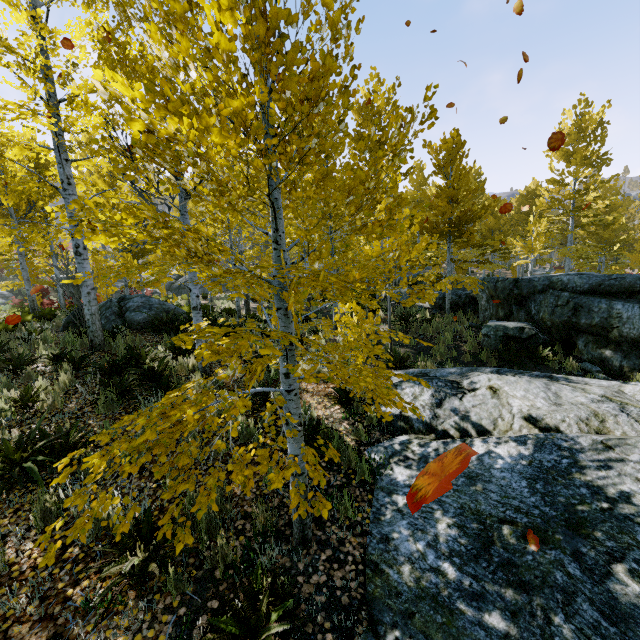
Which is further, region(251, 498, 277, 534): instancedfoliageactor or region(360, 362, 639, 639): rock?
region(251, 498, 277, 534): instancedfoliageactor

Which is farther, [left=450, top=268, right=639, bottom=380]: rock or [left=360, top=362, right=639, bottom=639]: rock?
[left=450, top=268, right=639, bottom=380]: rock

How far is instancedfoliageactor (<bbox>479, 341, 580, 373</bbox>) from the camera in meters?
8.8 m

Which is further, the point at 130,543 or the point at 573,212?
the point at 573,212

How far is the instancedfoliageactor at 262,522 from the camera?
3.42m

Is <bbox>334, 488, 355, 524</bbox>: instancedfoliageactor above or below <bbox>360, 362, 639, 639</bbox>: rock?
above

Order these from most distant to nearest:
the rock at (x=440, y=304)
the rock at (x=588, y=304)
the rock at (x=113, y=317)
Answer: the rock at (x=440, y=304) < the rock at (x=113, y=317) < the rock at (x=588, y=304)
